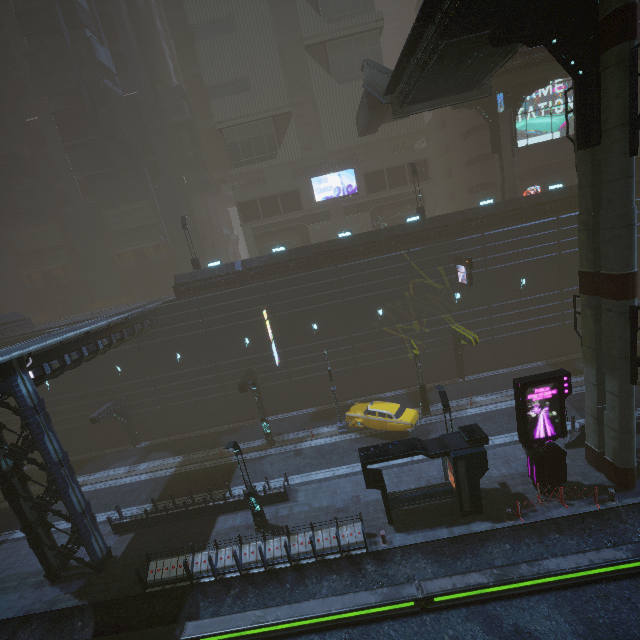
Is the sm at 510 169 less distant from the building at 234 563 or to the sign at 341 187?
the building at 234 563

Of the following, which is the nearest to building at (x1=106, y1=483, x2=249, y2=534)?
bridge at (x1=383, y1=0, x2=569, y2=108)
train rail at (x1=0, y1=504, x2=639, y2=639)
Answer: train rail at (x1=0, y1=504, x2=639, y2=639)

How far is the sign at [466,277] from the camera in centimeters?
2347cm

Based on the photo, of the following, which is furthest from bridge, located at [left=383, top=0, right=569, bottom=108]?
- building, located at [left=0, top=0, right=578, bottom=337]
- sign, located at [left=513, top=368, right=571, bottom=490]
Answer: sign, located at [left=513, top=368, right=571, bottom=490]

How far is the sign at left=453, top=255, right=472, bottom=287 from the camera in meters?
23.5

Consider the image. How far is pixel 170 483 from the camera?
22.80m

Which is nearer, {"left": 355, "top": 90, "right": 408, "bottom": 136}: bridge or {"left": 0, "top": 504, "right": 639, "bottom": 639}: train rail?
{"left": 0, "top": 504, "right": 639, "bottom": 639}: train rail

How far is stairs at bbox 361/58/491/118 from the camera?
17.9m
